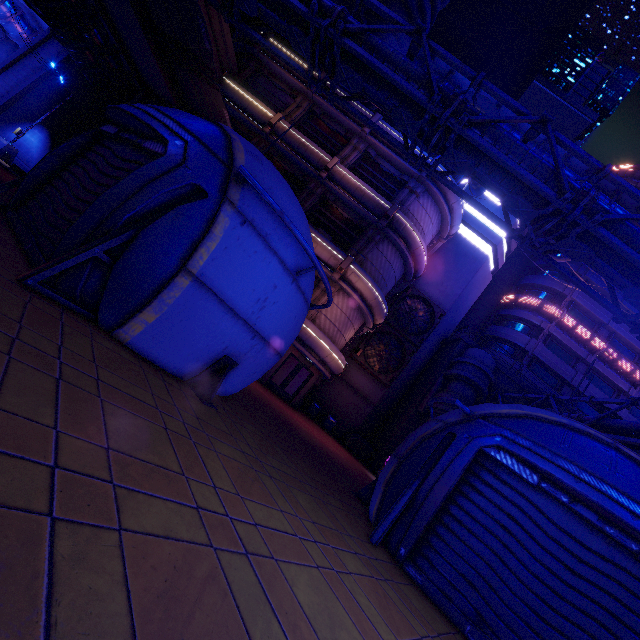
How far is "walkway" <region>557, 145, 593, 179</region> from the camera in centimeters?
2967cm

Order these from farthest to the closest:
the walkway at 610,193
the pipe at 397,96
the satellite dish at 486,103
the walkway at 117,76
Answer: the walkway at 610,193
the satellite dish at 486,103
the walkway at 117,76
the pipe at 397,96

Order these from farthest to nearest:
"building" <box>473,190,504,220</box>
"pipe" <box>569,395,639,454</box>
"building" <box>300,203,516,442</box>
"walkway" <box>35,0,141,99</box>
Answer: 1. "building" <box>473,190,504,220</box>
2. "building" <box>300,203,516,442</box>
3. "walkway" <box>35,0,141,99</box>
4. "pipe" <box>569,395,639,454</box>

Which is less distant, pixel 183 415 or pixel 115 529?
pixel 115 529

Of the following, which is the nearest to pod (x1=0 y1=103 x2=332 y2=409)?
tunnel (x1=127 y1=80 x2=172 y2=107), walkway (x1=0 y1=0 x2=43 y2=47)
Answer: tunnel (x1=127 y1=80 x2=172 y2=107)

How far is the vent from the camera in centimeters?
2697cm

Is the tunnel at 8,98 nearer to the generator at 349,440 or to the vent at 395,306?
the vent at 395,306

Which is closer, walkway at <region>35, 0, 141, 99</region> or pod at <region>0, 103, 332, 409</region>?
pod at <region>0, 103, 332, 409</region>
